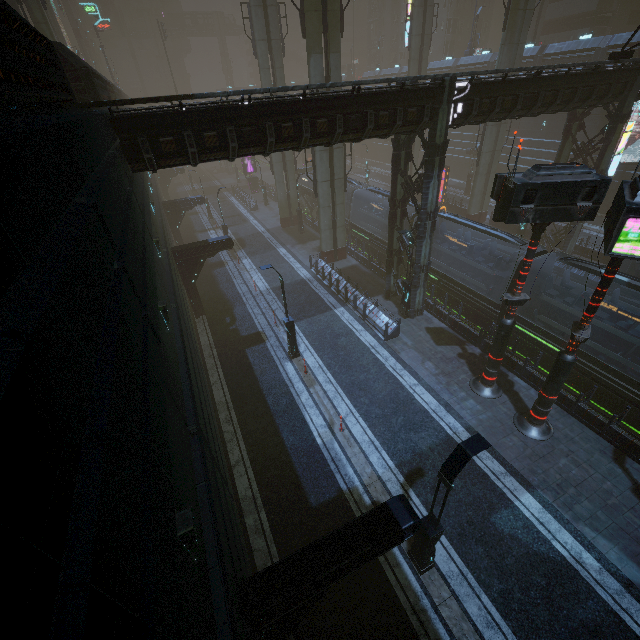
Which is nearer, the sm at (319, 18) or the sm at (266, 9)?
the sm at (319, 18)

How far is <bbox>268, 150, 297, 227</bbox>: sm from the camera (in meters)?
31.13

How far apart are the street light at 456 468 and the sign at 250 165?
48.0 meters

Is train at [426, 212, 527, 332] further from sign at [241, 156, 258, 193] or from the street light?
sign at [241, 156, 258, 193]

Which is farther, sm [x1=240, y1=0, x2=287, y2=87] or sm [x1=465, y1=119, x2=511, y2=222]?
sm [x1=465, y1=119, x2=511, y2=222]

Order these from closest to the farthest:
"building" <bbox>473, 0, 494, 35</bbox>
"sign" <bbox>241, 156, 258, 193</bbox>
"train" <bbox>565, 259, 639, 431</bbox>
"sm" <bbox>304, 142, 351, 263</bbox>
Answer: "train" <bbox>565, 259, 639, 431</bbox> < "sm" <bbox>304, 142, 351, 263</bbox> < "sign" <bbox>241, 156, 258, 193</bbox> < "building" <bbox>473, 0, 494, 35</bbox>

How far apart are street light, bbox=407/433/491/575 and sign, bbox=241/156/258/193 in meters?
48.0

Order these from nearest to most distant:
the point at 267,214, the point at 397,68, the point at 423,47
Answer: the point at 423,47 → the point at 267,214 → the point at 397,68
